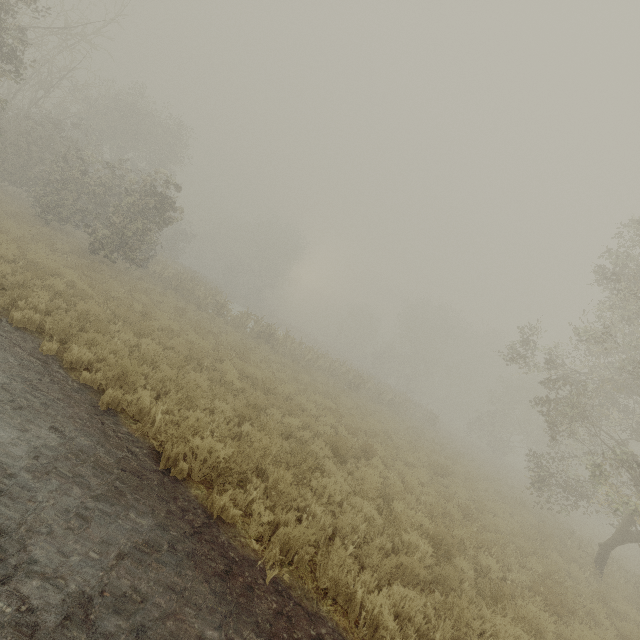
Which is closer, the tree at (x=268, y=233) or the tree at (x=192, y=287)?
the tree at (x=192, y=287)

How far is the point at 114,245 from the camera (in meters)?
15.87

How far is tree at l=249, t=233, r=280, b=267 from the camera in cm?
5762

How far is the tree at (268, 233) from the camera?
57.6m

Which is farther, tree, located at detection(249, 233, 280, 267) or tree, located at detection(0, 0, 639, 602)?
tree, located at detection(249, 233, 280, 267)
